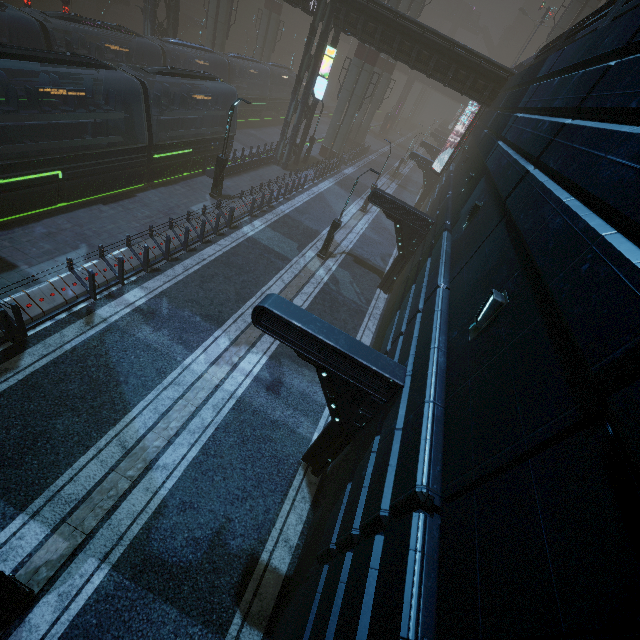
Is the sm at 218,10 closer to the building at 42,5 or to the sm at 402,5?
the building at 42,5

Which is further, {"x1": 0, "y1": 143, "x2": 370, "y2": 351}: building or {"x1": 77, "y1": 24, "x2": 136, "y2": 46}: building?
{"x1": 77, "y1": 24, "x2": 136, "y2": 46}: building

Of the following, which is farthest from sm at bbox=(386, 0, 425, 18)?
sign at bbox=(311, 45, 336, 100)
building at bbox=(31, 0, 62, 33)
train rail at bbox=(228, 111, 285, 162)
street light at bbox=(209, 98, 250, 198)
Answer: street light at bbox=(209, 98, 250, 198)

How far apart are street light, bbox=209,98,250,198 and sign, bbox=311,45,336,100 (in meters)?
10.21

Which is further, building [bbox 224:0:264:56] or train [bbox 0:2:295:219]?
building [bbox 224:0:264:56]

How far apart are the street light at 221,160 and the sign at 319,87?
10.2 meters

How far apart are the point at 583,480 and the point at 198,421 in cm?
935

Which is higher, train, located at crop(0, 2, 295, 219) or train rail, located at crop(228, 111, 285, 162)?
train, located at crop(0, 2, 295, 219)
